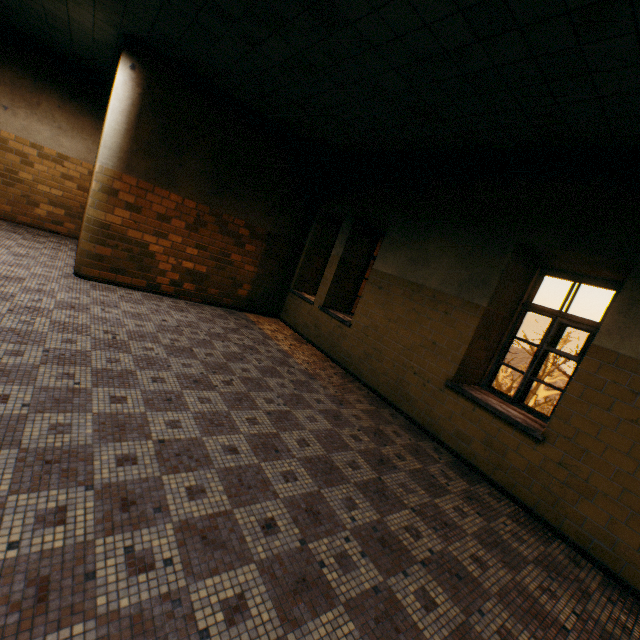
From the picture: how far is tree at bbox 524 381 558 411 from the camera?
21.58m

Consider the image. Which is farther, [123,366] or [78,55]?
[78,55]

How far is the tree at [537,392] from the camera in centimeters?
2158cm
